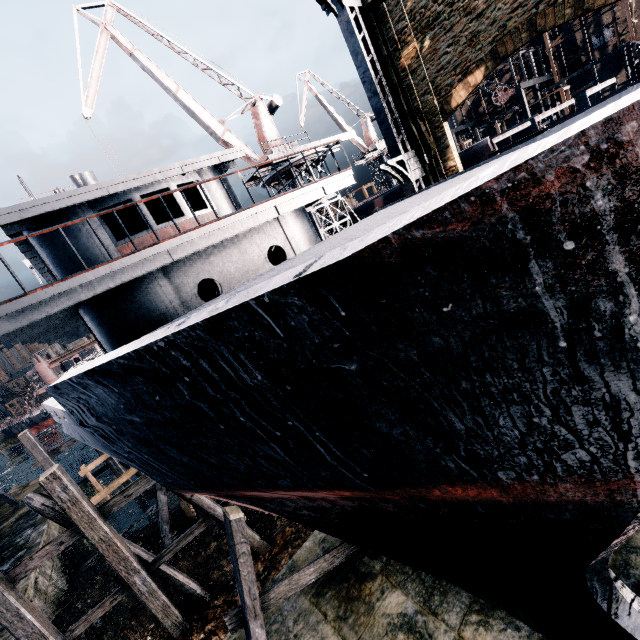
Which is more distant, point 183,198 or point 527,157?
point 183,198

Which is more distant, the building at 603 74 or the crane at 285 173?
A: the building at 603 74

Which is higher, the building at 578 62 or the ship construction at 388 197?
the building at 578 62

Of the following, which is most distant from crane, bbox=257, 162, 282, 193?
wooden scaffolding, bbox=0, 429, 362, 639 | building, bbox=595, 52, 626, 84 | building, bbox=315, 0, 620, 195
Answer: building, bbox=595, 52, 626, 84

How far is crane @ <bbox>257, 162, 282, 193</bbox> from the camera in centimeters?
2695cm

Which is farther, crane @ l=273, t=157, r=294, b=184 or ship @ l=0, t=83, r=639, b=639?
crane @ l=273, t=157, r=294, b=184

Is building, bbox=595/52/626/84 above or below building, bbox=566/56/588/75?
below

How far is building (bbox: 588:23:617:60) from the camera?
46.3m
